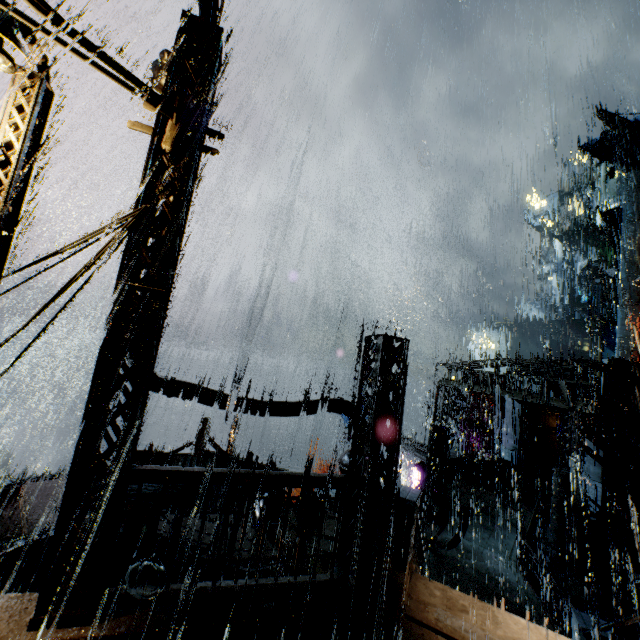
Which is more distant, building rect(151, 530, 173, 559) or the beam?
the beam

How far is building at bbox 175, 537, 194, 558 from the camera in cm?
1160

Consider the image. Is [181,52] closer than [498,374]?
Yes

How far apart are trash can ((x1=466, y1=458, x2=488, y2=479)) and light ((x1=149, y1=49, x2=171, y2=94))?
23.23m

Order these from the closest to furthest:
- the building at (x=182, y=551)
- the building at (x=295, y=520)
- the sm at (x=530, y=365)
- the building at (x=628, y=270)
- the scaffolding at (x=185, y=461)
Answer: the scaffolding at (x=185, y=461), the building at (x=182, y=551), the building at (x=295, y=520), the sm at (x=530, y=365), the building at (x=628, y=270)

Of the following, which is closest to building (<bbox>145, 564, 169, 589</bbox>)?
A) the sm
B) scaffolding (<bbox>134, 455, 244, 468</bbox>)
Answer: the sm

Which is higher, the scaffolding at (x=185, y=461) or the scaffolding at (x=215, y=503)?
the scaffolding at (x=185, y=461)

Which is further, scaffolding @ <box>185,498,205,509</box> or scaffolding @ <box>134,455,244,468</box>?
scaffolding @ <box>134,455,244,468</box>
